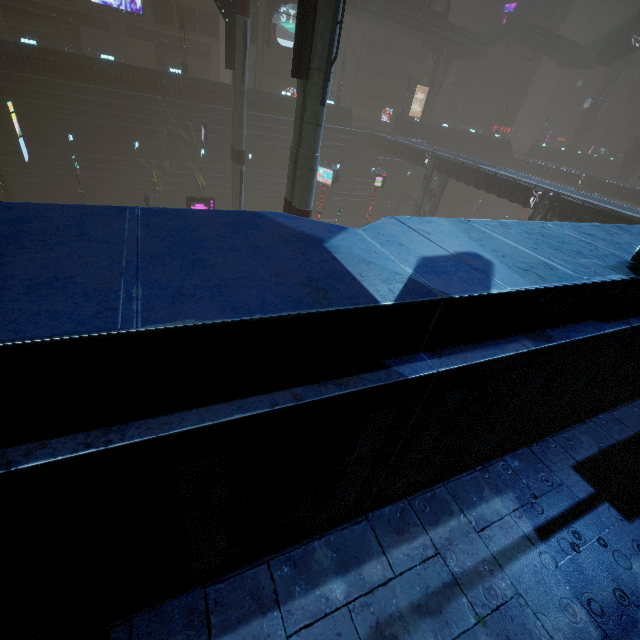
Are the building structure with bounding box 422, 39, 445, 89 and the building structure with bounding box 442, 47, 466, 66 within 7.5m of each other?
yes

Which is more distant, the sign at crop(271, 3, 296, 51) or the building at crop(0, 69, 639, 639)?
the sign at crop(271, 3, 296, 51)

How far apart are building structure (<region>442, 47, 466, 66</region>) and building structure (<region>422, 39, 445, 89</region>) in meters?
0.7

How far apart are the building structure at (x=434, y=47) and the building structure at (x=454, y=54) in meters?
0.7 m

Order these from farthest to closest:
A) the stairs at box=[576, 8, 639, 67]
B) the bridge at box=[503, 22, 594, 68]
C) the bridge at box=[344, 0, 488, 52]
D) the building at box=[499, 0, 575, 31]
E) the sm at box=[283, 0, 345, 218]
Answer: the building at box=[499, 0, 575, 31] → the bridge at box=[503, 22, 594, 68] → the stairs at box=[576, 8, 639, 67] → the bridge at box=[344, 0, 488, 52] → the sm at box=[283, 0, 345, 218]

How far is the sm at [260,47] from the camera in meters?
34.1

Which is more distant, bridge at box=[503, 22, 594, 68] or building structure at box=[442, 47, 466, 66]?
bridge at box=[503, 22, 594, 68]

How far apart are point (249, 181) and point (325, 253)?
43.2m
